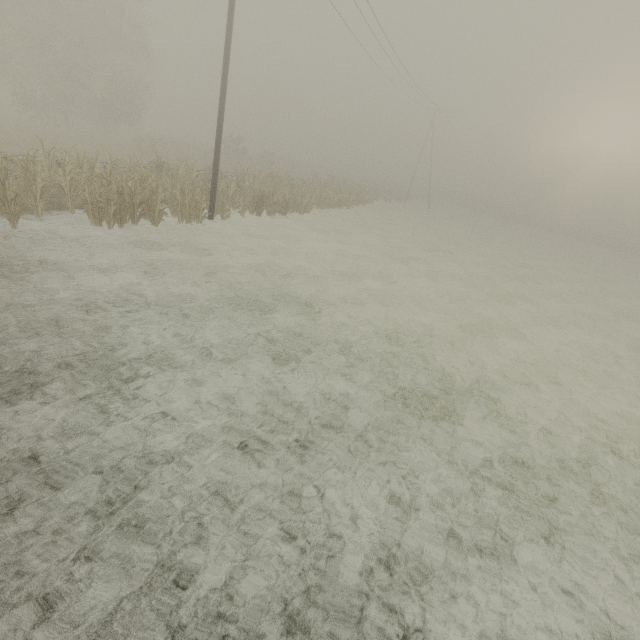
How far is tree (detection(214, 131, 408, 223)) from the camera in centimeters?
1808cm

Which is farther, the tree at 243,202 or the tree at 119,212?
the tree at 243,202

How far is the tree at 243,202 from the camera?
18.1 meters

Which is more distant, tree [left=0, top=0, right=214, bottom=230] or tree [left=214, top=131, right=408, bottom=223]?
tree [left=214, top=131, right=408, bottom=223]

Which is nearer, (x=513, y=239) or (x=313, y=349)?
(x=313, y=349)
